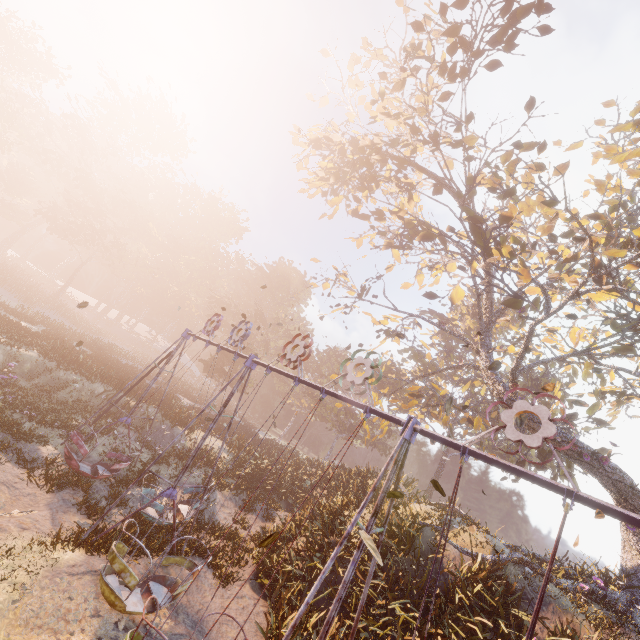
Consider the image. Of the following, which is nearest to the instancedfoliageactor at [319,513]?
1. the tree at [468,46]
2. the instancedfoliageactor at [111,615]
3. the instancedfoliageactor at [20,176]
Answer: the tree at [468,46]

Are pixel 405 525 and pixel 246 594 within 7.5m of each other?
yes

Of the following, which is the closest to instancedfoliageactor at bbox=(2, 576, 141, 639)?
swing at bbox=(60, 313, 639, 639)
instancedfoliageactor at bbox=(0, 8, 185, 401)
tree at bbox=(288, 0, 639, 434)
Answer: swing at bbox=(60, 313, 639, 639)

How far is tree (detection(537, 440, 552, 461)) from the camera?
18.1 meters

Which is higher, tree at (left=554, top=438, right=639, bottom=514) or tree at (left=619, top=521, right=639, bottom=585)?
tree at (left=554, top=438, right=639, bottom=514)

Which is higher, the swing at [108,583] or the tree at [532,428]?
the tree at [532,428]

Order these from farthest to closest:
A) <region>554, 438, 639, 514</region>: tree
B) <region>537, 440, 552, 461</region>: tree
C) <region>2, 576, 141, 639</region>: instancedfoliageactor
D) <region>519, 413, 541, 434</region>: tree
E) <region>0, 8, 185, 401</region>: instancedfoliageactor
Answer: <region>0, 8, 185, 401</region>: instancedfoliageactor → <region>537, 440, 552, 461</region>: tree → <region>519, 413, 541, 434</region>: tree → <region>554, 438, 639, 514</region>: tree → <region>2, 576, 141, 639</region>: instancedfoliageactor

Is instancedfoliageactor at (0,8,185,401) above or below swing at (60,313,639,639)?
above
